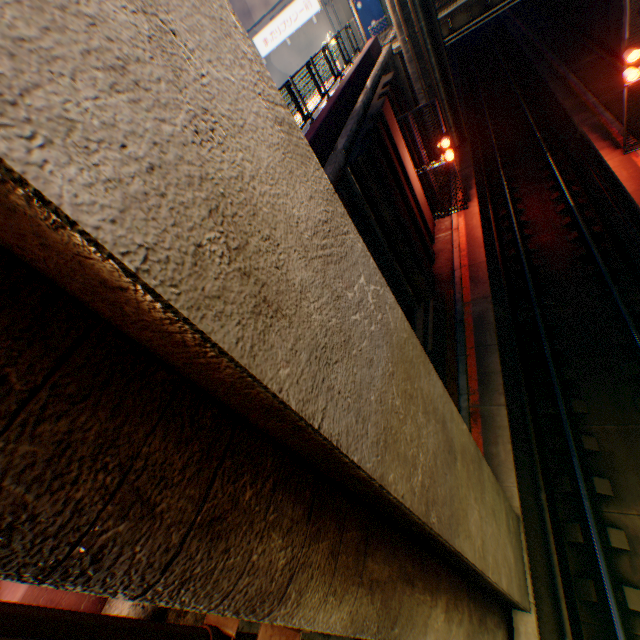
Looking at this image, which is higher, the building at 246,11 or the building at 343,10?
the building at 246,11

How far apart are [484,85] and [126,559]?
Result: 36.26m

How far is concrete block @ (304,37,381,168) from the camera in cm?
889

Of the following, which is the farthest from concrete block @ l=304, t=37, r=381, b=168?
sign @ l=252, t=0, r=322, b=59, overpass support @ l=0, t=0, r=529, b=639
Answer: sign @ l=252, t=0, r=322, b=59

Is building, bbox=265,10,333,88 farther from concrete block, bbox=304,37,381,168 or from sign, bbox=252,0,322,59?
concrete block, bbox=304,37,381,168

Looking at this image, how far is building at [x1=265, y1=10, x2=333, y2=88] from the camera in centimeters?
2548cm

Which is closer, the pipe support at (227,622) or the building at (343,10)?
the pipe support at (227,622)

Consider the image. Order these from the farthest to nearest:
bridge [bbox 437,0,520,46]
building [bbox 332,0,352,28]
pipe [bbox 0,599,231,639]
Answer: building [bbox 332,0,352,28] < bridge [bbox 437,0,520,46] < pipe [bbox 0,599,231,639]
